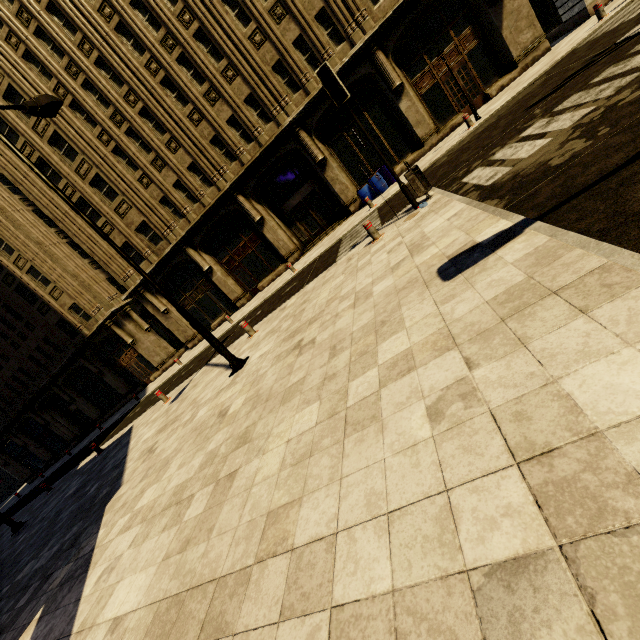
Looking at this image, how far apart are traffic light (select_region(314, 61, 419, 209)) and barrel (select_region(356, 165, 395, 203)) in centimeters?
916cm

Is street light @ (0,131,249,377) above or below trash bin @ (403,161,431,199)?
below

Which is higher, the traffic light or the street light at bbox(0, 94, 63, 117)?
the street light at bbox(0, 94, 63, 117)

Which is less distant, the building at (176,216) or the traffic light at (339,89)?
the traffic light at (339,89)

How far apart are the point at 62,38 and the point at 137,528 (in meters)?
23.99

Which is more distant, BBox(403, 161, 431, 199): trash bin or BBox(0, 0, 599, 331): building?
BBox(0, 0, 599, 331): building

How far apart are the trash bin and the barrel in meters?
8.8 m

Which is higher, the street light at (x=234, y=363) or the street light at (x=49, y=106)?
the street light at (x=49, y=106)
